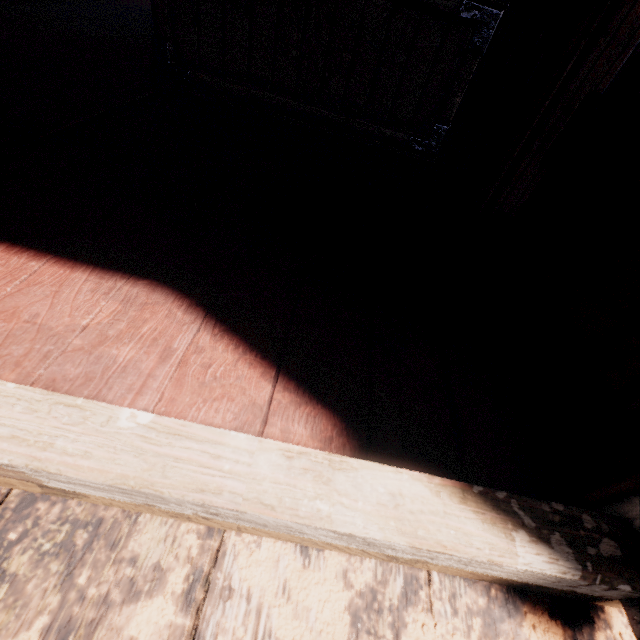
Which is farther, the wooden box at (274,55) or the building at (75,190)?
the wooden box at (274,55)

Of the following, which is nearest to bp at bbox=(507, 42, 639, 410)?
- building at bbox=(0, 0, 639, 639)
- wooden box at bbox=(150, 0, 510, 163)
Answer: building at bbox=(0, 0, 639, 639)

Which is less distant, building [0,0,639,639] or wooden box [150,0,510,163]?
building [0,0,639,639]

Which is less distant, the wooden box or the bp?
the bp

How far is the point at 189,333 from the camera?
0.9 meters

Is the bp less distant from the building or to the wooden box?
the building

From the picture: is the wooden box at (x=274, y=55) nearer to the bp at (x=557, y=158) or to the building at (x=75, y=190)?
the building at (x=75, y=190)
